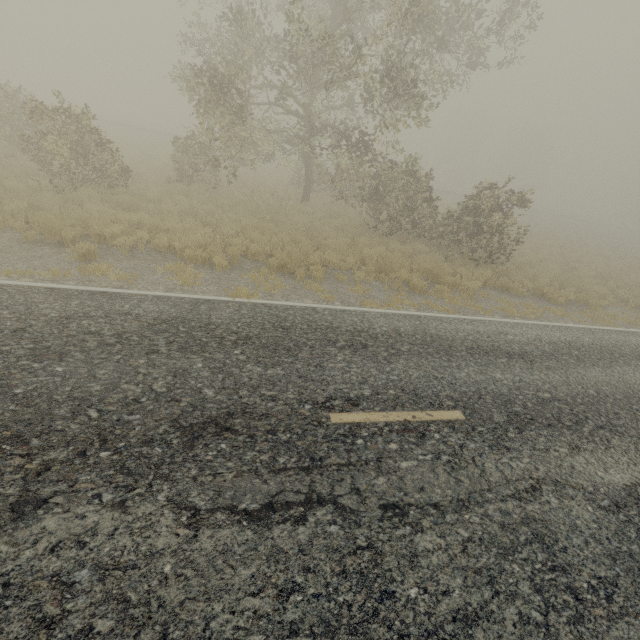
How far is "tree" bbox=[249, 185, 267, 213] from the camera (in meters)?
15.69

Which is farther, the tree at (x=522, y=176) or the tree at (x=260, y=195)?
the tree at (x=260, y=195)

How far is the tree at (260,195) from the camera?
15.7 meters

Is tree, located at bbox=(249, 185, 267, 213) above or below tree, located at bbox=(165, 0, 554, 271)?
below

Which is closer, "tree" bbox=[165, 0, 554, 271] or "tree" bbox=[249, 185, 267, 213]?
"tree" bbox=[165, 0, 554, 271]

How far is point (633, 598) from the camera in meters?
3.3 m
